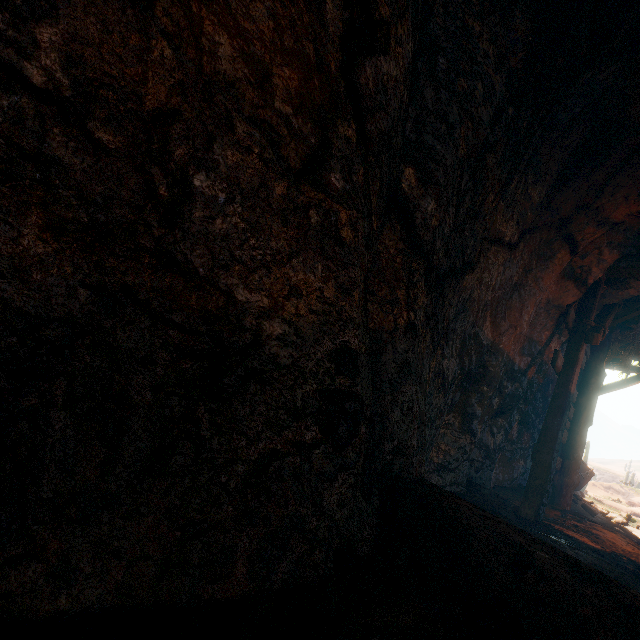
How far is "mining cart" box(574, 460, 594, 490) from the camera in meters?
10.0 m

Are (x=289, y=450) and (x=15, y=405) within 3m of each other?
yes

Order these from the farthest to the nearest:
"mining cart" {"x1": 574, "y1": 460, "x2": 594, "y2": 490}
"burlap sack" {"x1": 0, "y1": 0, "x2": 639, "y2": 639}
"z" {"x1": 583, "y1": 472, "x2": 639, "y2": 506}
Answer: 1. "z" {"x1": 583, "y1": 472, "x2": 639, "y2": 506}
2. "mining cart" {"x1": 574, "y1": 460, "x2": 594, "y2": 490}
3. "burlap sack" {"x1": 0, "y1": 0, "x2": 639, "y2": 639}

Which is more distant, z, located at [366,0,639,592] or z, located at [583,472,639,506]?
z, located at [583,472,639,506]

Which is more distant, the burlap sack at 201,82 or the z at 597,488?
the z at 597,488

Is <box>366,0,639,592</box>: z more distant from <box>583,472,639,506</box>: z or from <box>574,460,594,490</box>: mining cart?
<box>583,472,639,506</box>: z

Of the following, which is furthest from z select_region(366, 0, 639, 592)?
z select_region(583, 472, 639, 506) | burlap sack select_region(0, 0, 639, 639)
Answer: z select_region(583, 472, 639, 506)

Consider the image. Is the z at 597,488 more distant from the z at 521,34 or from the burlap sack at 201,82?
the burlap sack at 201,82
